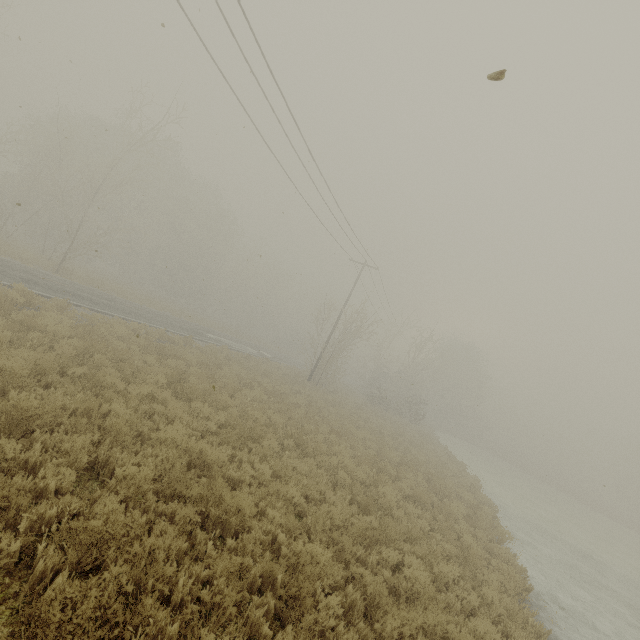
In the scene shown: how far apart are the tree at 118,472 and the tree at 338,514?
4.7m

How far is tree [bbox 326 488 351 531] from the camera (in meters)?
6.94

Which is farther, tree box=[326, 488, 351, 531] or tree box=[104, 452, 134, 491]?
tree box=[326, 488, 351, 531]

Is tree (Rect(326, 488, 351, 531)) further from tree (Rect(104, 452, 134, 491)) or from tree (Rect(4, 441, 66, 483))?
tree (Rect(4, 441, 66, 483))

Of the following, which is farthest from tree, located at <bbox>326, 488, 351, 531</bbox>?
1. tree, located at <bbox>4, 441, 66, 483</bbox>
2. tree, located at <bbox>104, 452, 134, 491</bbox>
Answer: tree, located at <bbox>4, 441, 66, 483</bbox>

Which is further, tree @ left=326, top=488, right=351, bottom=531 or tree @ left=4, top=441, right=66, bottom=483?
tree @ left=326, top=488, right=351, bottom=531

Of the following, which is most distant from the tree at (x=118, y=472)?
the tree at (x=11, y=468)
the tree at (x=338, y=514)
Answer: the tree at (x=338, y=514)

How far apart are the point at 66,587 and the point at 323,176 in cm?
1503
